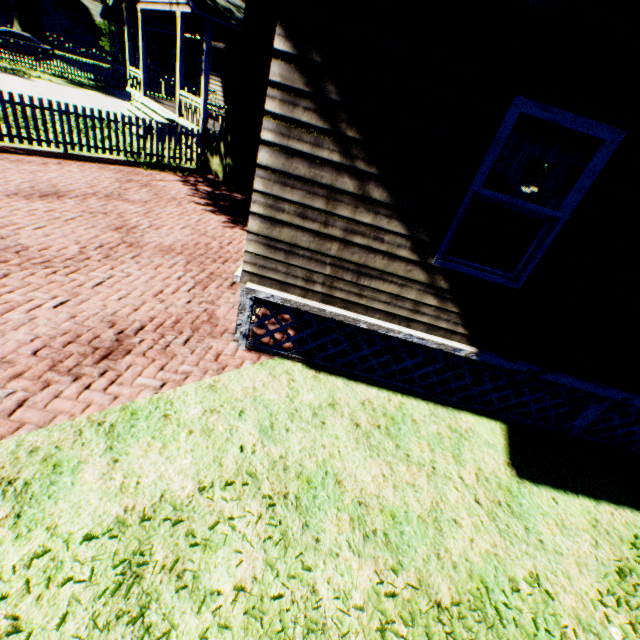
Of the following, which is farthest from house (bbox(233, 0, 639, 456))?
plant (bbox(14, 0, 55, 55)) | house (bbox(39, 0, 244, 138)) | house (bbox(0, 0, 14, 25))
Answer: house (bbox(0, 0, 14, 25))

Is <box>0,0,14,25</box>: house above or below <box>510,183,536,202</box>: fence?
above

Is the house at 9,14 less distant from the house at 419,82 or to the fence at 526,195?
the fence at 526,195

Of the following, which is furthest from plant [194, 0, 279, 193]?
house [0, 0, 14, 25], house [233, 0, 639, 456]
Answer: house [0, 0, 14, 25]

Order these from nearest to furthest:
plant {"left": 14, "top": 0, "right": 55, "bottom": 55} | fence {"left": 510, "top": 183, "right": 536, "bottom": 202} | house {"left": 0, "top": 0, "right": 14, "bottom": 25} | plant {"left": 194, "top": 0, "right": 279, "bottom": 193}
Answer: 1. plant {"left": 194, "top": 0, "right": 279, "bottom": 193}
2. plant {"left": 14, "top": 0, "right": 55, "bottom": 55}
3. fence {"left": 510, "top": 183, "right": 536, "bottom": 202}
4. house {"left": 0, "top": 0, "right": 14, "bottom": 25}

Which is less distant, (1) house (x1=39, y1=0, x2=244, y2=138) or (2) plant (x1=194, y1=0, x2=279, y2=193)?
(2) plant (x1=194, y1=0, x2=279, y2=193)

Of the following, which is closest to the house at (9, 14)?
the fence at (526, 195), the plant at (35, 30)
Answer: the fence at (526, 195)

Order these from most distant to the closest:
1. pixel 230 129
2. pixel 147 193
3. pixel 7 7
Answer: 1. pixel 7 7
2. pixel 230 129
3. pixel 147 193
